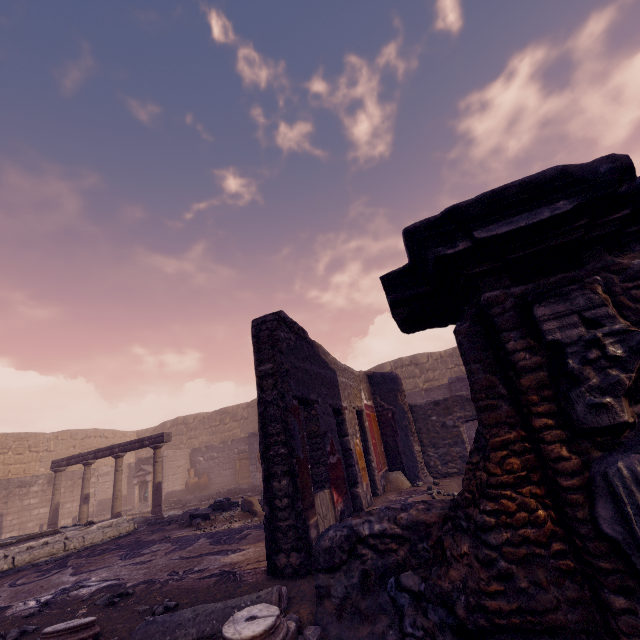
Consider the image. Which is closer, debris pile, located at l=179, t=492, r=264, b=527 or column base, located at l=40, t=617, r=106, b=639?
column base, located at l=40, t=617, r=106, b=639

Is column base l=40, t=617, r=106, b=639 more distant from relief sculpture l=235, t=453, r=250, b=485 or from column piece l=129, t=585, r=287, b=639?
relief sculpture l=235, t=453, r=250, b=485

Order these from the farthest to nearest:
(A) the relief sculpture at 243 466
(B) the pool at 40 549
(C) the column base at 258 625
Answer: (A) the relief sculpture at 243 466 < (B) the pool at 40 549 < (C) the column base at 258 625

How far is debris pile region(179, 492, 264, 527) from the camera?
7.3 meters

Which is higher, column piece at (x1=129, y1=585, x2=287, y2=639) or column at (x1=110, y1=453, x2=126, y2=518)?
column at (x1=110, y1=453, x2=126, y2=518)

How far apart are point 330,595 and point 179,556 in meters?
3.7

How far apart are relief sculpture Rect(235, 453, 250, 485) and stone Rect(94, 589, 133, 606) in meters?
12.9

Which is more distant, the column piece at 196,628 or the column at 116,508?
the column at 116,508
